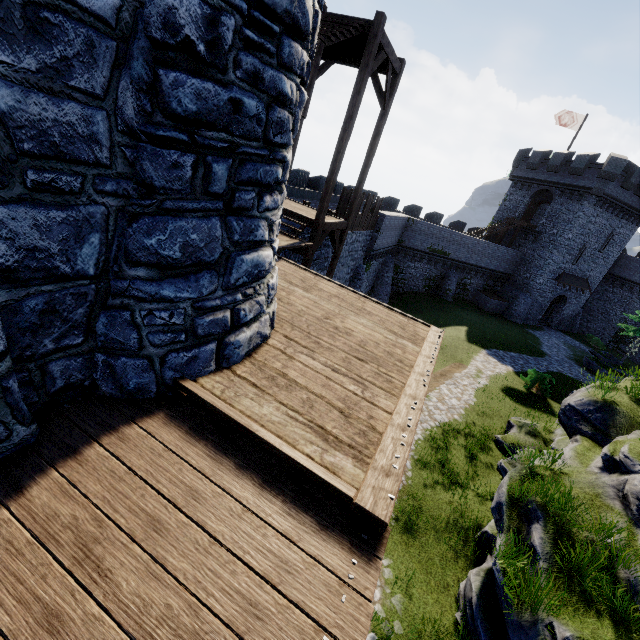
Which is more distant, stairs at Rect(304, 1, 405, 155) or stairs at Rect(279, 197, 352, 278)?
stairs at Rect(279, 197, 352, 278)

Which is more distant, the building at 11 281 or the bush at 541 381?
the bush at 541 381

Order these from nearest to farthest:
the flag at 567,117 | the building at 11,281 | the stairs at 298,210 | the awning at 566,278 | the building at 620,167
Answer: the building at 11,281, the stairs at 298,210, the building at 620,167, the flag at 567,117, the awning at 566,278

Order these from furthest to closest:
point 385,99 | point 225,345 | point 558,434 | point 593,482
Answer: point 558,434 < point 385,99 < point 593,482 < point 225,345

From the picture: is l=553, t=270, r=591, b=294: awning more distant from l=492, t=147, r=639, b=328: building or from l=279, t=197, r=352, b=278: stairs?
l=279, t=197, r=352, b=278: stairs

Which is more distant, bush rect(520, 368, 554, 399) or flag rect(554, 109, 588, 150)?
flag rect(554, 109, 588, 150)

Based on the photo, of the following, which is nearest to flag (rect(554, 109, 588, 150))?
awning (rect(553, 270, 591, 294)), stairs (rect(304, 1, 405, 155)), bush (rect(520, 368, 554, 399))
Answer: awning (rect(553, 270, 591, 294))

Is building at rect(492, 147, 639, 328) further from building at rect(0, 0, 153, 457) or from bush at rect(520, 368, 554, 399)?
building at rect(0, 0, 153, 457)
